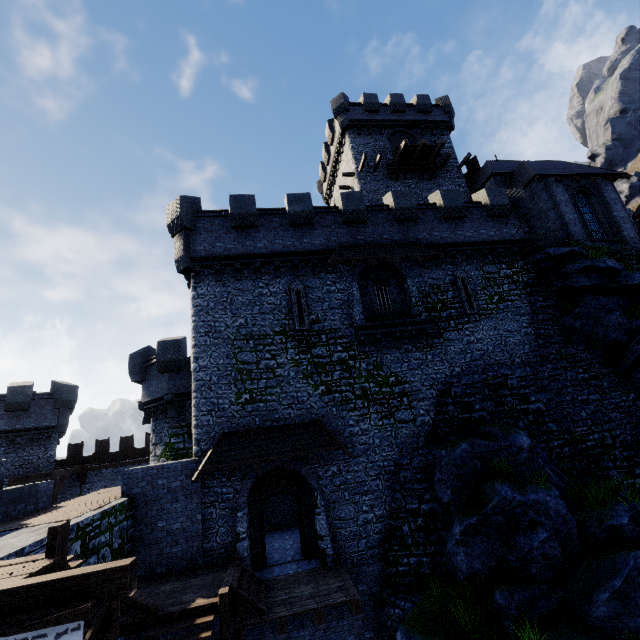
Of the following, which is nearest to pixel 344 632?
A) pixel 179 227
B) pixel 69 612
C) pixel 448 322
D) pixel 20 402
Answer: pixel 69 612

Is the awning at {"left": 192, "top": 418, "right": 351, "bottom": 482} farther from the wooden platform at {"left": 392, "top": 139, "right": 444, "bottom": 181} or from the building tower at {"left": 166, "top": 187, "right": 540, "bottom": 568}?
the wooden platform at {"left": 392, "top": 139, "right": 444, "bottom": 181}

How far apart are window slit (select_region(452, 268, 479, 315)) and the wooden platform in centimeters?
1227cm

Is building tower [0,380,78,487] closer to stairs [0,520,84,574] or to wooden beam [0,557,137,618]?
stairs [0,520,84,574]

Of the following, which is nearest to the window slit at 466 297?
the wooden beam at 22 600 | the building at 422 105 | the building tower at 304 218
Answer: the building tower at 304 218

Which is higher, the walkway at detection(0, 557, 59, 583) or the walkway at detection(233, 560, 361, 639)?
the walkway at detection(0, 557, 59, 583)

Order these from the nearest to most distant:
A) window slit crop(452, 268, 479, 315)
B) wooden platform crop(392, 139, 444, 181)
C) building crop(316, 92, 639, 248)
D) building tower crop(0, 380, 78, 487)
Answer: window slit crop(452, 268, 479, 315) < building crop(316, 92, 639, 248) < building tower crop(0, 380, 78, 487) < wooden platform crop(392, 139, 444, 181)

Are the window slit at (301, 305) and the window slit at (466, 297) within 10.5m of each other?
yes
